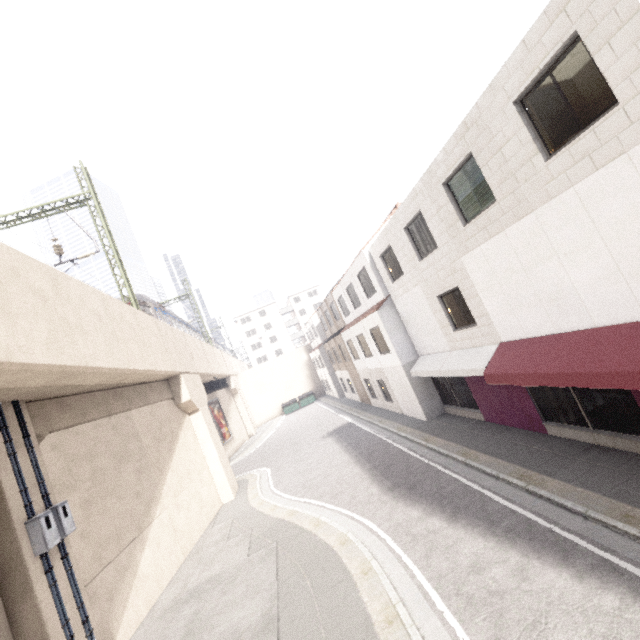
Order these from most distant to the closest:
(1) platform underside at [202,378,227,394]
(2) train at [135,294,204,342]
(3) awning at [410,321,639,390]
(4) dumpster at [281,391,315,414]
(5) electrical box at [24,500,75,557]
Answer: (4) dumpster at [281,391,315,414] → (1) platform underside at [202,378,227,394] → (2) train at [135,294,204,342] → (5) electrical box at [24,500,75,557] → (3) awning at [410,321,639,390]

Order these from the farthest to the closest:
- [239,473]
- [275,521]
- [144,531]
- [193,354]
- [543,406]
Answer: [239,473], [193,354], [275,521], [144,531], [543,406]

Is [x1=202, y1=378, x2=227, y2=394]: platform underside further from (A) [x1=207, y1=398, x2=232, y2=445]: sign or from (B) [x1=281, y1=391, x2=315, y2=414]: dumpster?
(B) [x1=281, y1=391, x2=315, y2=414]: dumpster

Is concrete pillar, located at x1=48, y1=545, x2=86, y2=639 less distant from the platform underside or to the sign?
the sign

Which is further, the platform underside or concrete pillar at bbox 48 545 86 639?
the platform underside

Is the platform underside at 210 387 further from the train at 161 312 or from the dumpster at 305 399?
the dumpster at 305 399

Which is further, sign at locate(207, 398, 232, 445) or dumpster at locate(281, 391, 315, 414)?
dumpster at locate(281, 391, 315, 414)

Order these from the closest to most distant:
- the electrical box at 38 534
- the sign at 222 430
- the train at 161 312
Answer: the electrical box at 38 534
the train at 161 312
the sign at 222 430
